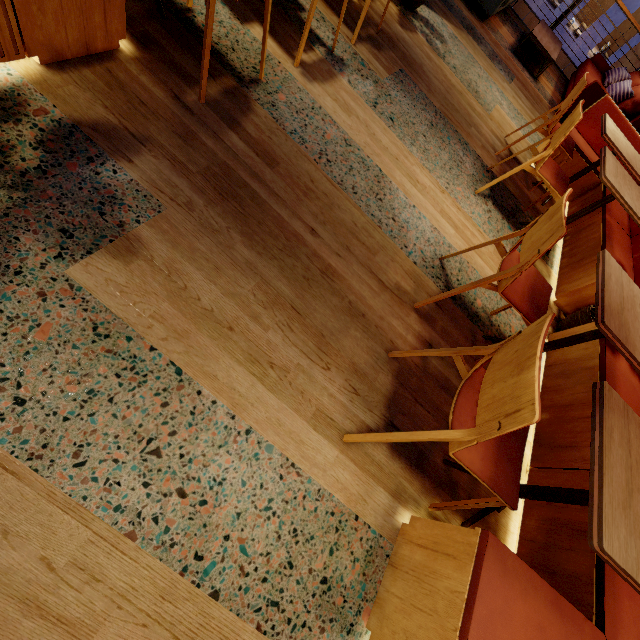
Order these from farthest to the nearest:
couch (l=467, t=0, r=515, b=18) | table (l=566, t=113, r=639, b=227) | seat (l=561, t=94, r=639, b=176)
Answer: couch (l=467, t=0, r=515, b=18) → seat (l=561, t=94, r=639, b=176) → table (l=566, t=113, r=639, b=227)

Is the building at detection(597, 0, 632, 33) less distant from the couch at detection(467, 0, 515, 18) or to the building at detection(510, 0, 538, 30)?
the building at detection(510, 0, 538, 30)

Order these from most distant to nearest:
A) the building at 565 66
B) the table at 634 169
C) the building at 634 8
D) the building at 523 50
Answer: the building at 565 66 → the building at 634 8 → the building at 523 50 → the table at 634 169

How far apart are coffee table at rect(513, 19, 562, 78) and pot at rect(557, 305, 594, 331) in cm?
503

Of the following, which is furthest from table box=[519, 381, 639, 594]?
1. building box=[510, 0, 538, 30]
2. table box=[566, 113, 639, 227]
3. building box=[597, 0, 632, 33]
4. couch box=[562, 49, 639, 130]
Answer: building box=[510, 0, 538, 30]

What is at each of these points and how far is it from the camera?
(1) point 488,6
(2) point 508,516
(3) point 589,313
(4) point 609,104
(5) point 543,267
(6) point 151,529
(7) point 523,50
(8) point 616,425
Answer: (1) couch, 4.93m
(2) building, 1.82m
(3) pot, 2.60m
(4) seat, 3.58m
(5) building, 3.14m
(6) building, 1.06m
(7) building, 5.79m
(8) table, 1.20m

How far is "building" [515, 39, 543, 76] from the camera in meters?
5.6 m

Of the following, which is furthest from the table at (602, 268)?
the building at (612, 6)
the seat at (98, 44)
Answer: the building at (612, 6)
